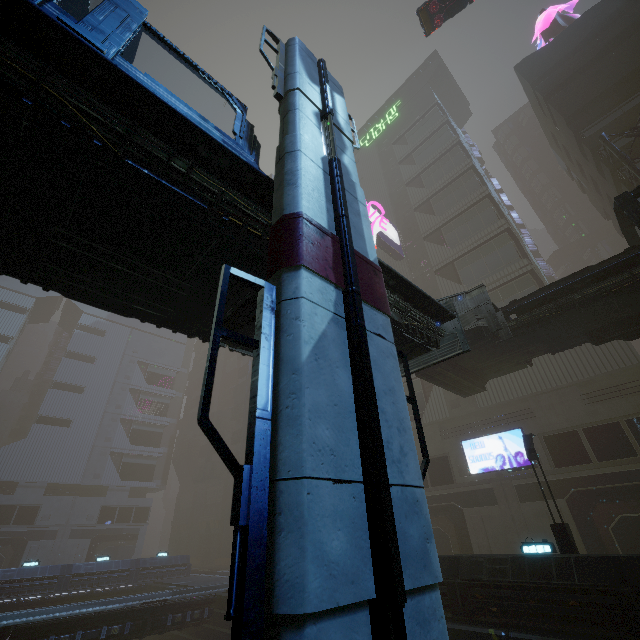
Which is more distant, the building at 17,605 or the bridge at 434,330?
the building at 17,605

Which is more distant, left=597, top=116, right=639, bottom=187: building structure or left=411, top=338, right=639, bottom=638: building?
left=597, top=116, right=639, bottom=187: building structure

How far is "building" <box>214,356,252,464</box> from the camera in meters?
50.7 m

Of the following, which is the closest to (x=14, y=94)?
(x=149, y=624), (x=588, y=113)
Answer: (x=149, y=624)

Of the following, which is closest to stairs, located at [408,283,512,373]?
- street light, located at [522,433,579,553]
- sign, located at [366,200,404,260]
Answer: street light, located at [522,433,579,553]

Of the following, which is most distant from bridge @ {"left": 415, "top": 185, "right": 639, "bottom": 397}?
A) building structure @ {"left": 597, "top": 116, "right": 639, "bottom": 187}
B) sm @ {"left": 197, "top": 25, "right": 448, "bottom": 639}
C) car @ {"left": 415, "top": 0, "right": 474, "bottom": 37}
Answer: car @ {"left": 415, "top": 0, "right": 474, "bottom": 37}

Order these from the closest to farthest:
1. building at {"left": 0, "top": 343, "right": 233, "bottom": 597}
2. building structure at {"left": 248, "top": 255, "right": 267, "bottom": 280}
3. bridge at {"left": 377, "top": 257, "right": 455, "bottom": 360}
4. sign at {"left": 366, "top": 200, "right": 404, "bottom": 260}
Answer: building structure at {"left": 248, "top": 255, "right": 267, "bottom": 280} → bridge at {"left": 377, "top": 257, "right": 455, "bottom": 360} → building at {"left": 0, "top": 343, "right": 233, "bottom": 597} → sign at {"left": 366, "top": 200, "right": 404, "bottom": 260}

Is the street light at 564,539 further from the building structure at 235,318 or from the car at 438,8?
the car at 438,8
